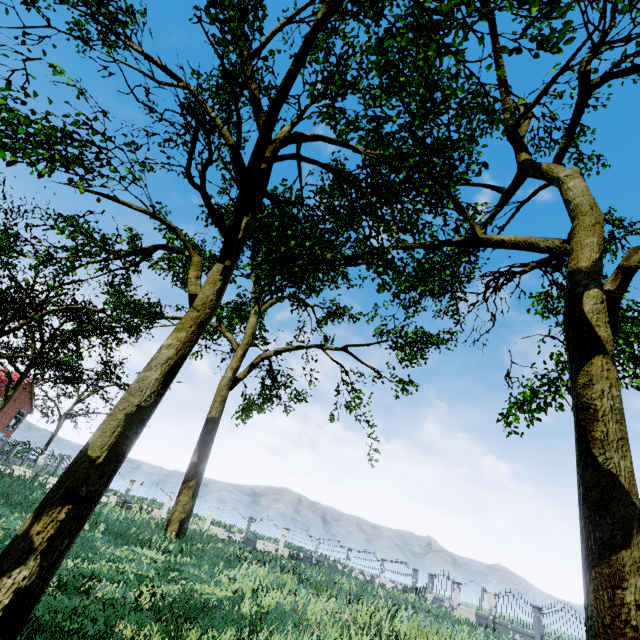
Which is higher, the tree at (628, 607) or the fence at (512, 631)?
the tree at (628, 607)

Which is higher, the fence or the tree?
the tree

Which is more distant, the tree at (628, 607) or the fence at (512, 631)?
the fence at (512, 631)

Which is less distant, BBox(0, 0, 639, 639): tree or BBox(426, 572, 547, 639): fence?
BBox(0, 0, 639, 639): tree

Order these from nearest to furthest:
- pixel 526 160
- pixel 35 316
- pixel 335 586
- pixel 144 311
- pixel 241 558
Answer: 1. pixel 35 316
2. pixel 526 160
3. pixel 241 558
4. pixel 335 586
5. pixel 144 311
